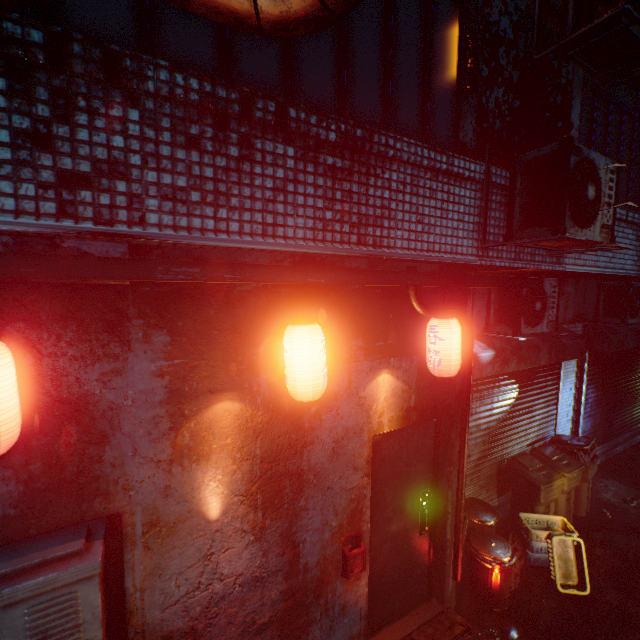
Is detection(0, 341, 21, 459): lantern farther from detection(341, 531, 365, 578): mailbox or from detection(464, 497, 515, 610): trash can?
detection(464, 497, 515, 610): trash can

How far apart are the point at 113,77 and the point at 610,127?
5.57m

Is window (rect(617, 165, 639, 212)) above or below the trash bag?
above

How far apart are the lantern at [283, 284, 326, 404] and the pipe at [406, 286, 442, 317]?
1.02m

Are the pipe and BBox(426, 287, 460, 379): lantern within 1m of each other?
yes

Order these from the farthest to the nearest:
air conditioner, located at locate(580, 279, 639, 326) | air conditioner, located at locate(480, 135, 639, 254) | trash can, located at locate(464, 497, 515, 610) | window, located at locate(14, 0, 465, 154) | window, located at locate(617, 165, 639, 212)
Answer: air conditioner, located at locate(580, 279, 639, 326)
window, located at locate(617, 165, 639, 212)
trash can, located at locate(464, 497, 515, 610)
air conditioner, located at locate(480, 135, 639, 254)
window, located at locate(14, 0, 465, 154)

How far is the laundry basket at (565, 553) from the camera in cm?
386

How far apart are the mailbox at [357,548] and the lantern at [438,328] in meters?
1.5 m
